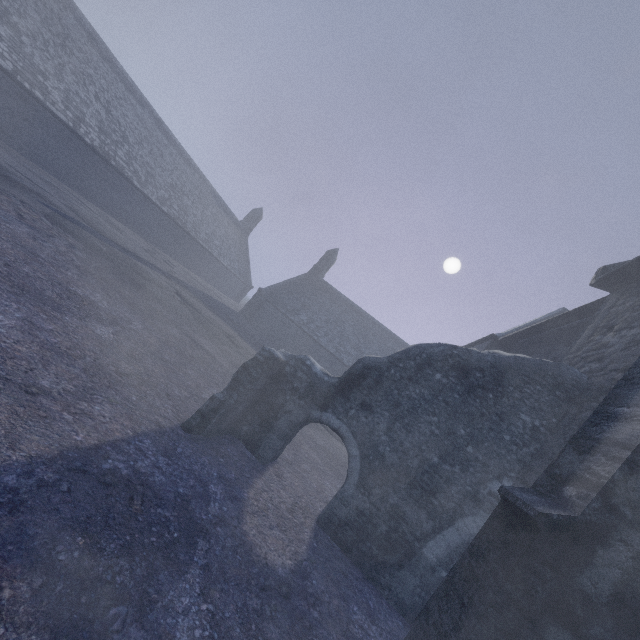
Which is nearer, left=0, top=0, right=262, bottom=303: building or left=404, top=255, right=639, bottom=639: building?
left=404, top=255, right=639, bottom=639: building

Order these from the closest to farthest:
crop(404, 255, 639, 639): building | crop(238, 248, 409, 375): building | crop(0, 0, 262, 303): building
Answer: crop(404, 255, 639, 639): building, crop(0, 0, 262, 303): building, crop(238, 248, 409, 375): building

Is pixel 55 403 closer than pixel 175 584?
No

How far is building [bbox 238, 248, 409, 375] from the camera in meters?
30.2 m

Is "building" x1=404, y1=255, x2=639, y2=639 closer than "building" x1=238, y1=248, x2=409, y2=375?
Yes

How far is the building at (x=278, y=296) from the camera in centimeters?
3016cm

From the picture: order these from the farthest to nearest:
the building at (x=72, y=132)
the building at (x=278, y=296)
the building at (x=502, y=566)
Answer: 1. the building at (x=278, y=296)
2. the building at (x=72, y=132)
3. the building at (x=502, y=566)
